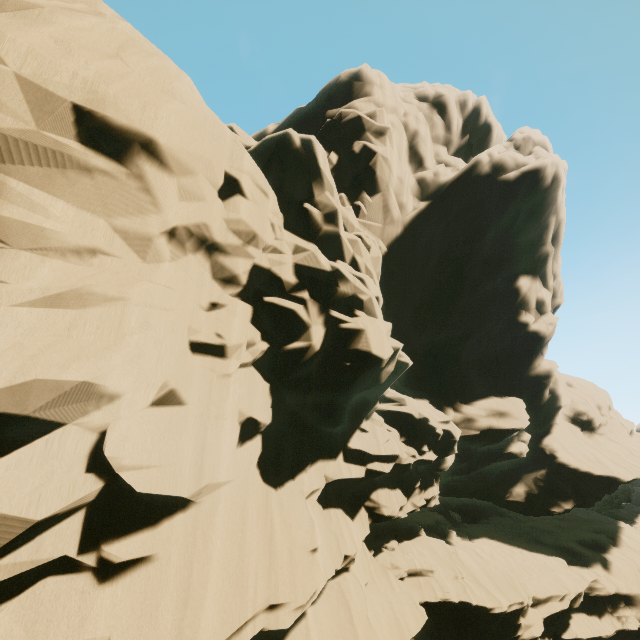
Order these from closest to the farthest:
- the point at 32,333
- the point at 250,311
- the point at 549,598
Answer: the point at 32,333, the point at 250,311, the point at 549,598
